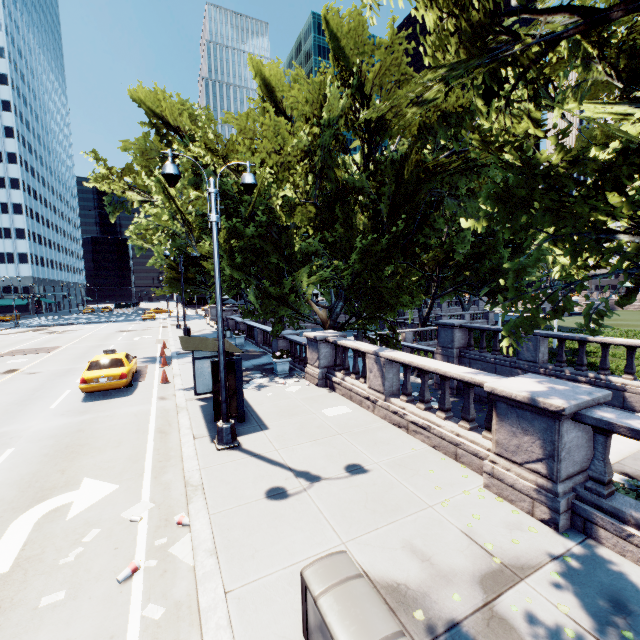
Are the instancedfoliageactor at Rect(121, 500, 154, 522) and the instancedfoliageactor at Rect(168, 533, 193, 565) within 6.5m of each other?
yes

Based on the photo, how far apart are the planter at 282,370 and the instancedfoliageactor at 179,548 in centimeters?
966cm

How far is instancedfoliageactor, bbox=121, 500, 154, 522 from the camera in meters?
6.1 m

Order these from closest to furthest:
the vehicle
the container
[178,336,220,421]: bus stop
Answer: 1. the container
2. [178,336,220,421]: bus stop
3. the vehicle

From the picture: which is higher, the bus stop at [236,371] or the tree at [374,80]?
the tree at [374,80]

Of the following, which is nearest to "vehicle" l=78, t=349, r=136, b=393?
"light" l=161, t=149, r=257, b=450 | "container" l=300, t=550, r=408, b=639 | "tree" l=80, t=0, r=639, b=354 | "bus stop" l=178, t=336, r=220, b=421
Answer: "bus stop" l=178, t=336, r=220, b=421

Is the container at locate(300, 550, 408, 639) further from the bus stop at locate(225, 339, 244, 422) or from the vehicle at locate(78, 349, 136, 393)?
the vehicle at locate(78, 349, 136, 393)

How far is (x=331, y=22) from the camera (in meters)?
13.23
